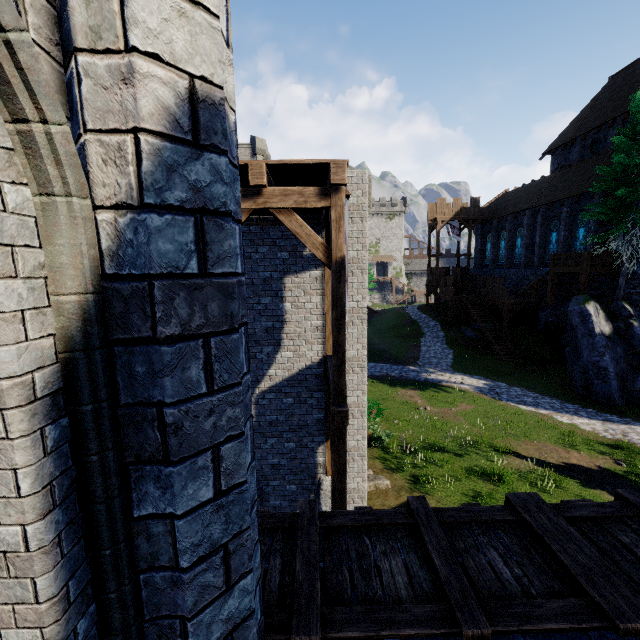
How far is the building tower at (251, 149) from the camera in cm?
3730

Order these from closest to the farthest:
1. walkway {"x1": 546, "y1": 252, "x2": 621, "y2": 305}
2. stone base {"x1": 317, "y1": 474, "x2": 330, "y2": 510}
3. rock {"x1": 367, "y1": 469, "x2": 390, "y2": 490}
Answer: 1. stone base {"x1": 317, "y1": 474, "x2": 330, "y2": 510}
2. rock {"x1": 367, "y1": 469, "x2": 390, "y2": 490}
3. walkway {"x1": 546, "y1": 252, "x2": 621, "y2": 305}

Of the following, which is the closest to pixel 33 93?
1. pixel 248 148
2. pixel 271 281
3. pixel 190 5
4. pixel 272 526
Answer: pixel 190 5

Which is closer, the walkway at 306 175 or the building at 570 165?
the walkway at 306 175

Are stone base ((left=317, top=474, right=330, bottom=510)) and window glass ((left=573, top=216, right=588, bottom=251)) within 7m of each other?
no

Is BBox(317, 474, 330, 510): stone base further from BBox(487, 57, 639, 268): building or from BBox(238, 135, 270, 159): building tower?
BBox(238, 135, 270, 159): building tower

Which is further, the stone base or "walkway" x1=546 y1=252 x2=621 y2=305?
"walkway" x1=546 y1=252 x2=621 y2=305

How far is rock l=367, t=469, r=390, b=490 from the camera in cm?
1179
